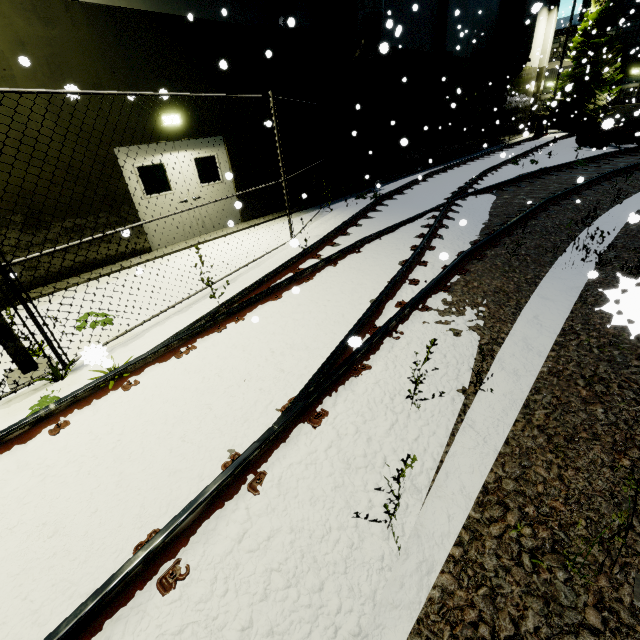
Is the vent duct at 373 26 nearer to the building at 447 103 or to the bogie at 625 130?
the building at 447 103

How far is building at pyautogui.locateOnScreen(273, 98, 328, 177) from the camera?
10.5m

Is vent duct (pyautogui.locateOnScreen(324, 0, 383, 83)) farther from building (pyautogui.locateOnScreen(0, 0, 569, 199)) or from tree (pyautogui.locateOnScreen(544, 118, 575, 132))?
tree (pyautogui.locateOnScreen(544, 118, 575, 132))

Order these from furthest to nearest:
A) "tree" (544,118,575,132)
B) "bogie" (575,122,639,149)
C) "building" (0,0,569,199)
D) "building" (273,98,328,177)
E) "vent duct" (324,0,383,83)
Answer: "tree" (544,118,575,132)
"bogie" (575,122,639,149)
"building" (273,98,328,177)
"vent duct" (324,0,383,83)
"building" (0,0,569,199)

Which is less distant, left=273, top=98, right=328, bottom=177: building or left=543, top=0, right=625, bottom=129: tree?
left=273, top=98, right=328, bottom=177: building

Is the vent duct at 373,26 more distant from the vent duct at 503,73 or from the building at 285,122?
the vent duct at 503,73

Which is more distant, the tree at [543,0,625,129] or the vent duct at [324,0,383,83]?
the tree at [543,0,625,129]

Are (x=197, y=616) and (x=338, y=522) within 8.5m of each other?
yes
